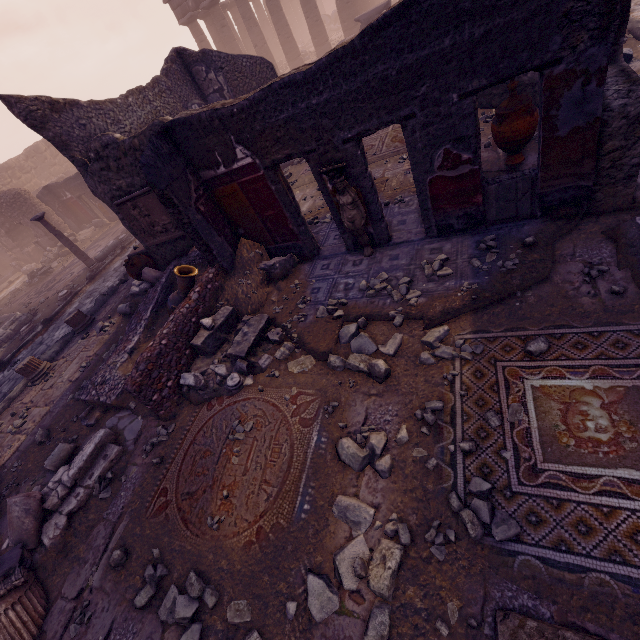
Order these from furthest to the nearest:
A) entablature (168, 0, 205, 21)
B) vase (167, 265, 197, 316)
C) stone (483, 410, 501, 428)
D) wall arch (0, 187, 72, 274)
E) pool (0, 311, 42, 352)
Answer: entablature (168, 0, 205, 21) → wall arch (0, 187, 72, 274) → pool (0, 311, 42, 352) → vase (167, 265, 197, 316) → stone (483, 410, 501, 428)

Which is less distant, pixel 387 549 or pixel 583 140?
pixel 387 549

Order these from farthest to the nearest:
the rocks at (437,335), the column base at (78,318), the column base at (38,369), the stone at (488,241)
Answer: the column base at (78,318) → the column base at (38,369) → the stone at (488,241) → the rocks at (437,335)

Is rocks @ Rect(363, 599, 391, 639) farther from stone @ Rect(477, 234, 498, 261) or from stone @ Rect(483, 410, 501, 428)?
stone @ Rect(477, 234, 498, 261)

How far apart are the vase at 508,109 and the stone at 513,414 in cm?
446

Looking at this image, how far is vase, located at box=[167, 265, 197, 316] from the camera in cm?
546

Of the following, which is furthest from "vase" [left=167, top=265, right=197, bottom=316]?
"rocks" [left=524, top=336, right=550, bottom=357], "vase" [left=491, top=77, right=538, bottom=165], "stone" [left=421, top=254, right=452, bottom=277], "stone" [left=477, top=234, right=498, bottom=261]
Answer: "vase" [left=491, top=77, right=538, bottom=165]

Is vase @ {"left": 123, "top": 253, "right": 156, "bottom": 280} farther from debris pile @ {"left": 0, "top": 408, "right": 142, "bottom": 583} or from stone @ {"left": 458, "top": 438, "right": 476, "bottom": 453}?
stone @ {"left": 458, "top": 438, "right": 476, "bottom": 453}
